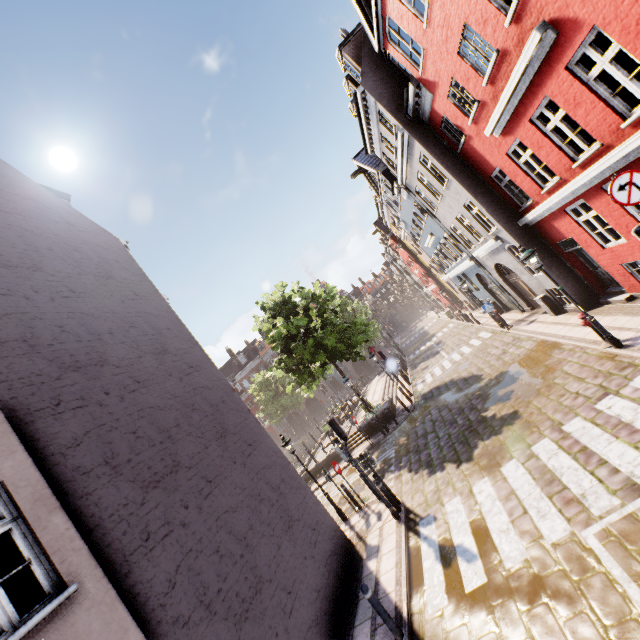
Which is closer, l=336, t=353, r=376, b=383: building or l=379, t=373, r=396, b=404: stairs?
l=379, t=373, r=396, b=404: stairs

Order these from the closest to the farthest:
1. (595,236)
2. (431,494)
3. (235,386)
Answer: (431,494), (595,236), (235,386)

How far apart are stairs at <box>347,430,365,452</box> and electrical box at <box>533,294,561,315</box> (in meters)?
11.63

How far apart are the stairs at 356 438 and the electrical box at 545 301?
11.6 meters

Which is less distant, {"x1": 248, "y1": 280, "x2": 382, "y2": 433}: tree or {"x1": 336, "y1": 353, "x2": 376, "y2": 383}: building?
{"x1": 248, "y1": 280, "x2": 382, "y2": 433}: tree

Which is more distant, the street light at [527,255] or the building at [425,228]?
the street light at [527,255]

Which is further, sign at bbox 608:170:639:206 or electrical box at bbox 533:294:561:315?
electrical box at bbox 533:294:561:315

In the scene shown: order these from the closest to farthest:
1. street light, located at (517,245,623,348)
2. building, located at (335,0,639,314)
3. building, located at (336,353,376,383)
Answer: building, located at (335,0,639,314)
street light, located at (517,245,623,348)
building, located at (336,353,376,383)
